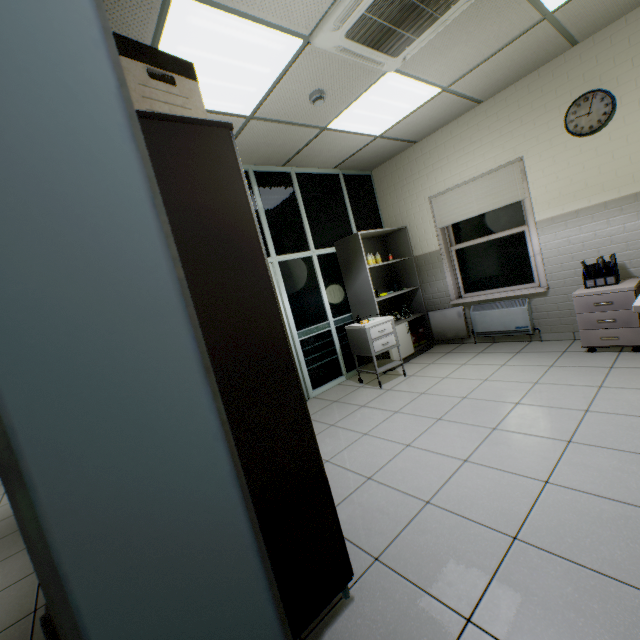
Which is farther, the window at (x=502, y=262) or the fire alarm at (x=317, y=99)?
the window at (x=502, y=262)

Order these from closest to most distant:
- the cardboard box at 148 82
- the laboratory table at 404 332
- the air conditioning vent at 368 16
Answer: the cardboard box at 148 82 → the air conditioning vent at 368 16 → the laboratory table at 404 332

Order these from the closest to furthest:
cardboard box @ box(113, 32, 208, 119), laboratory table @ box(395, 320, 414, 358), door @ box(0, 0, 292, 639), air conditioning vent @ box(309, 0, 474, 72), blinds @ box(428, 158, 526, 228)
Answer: door @ box(0, 0, 292, 639) → cardboard box @ box(113, 32, 208, 119) → air conditioning vent @ box(309, 0, 474, 72) → blinds @ box(428, 158, 526, 228) → laboratory table @ box(395, 320, 414, 358)

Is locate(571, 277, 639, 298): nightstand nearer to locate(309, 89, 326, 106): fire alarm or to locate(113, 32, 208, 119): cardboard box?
locate(309, 89, 326, 106): fire alarm

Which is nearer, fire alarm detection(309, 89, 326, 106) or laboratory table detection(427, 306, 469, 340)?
fire alarm detection(309, 89, 326, 106)

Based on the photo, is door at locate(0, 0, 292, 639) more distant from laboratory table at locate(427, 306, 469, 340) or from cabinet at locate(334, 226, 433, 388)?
laboratory table at locate(427, 306, 469, 340)

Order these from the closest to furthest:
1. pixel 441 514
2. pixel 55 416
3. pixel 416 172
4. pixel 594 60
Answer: pixel 55 416 < pixel 441 514 < pixel 594 60 < pixel 416 172

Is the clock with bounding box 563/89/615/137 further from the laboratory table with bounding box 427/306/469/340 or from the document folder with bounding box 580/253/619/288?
the laboratory table with bounding box 427/306/469/340
